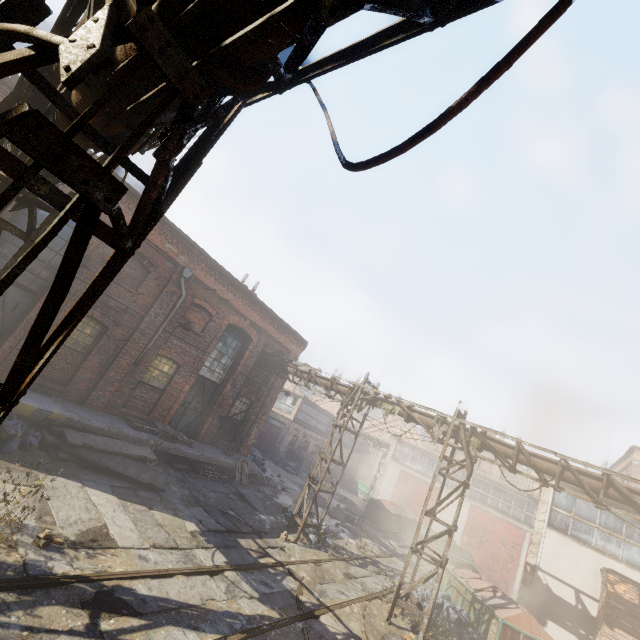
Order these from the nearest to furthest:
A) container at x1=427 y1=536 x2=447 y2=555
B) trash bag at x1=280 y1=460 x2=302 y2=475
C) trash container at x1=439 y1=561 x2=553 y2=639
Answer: trash container at x1=439 y1=561 x2=553 y2=639
container at x1=427 y1=536 x2=447 y2=555
trash bag at x1=280 y1=460 x2=302 y2=475

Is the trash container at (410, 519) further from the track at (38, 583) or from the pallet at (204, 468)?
the pallet at (204, 468)

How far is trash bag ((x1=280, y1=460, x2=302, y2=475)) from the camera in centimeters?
2650cm

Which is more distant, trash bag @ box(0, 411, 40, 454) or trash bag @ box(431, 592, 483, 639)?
trash bag @ box(431, 592, 483, 639)

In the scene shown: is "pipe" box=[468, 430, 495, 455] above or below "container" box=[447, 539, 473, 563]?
above

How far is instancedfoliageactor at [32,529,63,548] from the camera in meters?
5.7

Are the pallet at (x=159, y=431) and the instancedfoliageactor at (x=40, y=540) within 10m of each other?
yes

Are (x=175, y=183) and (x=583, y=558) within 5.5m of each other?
no
